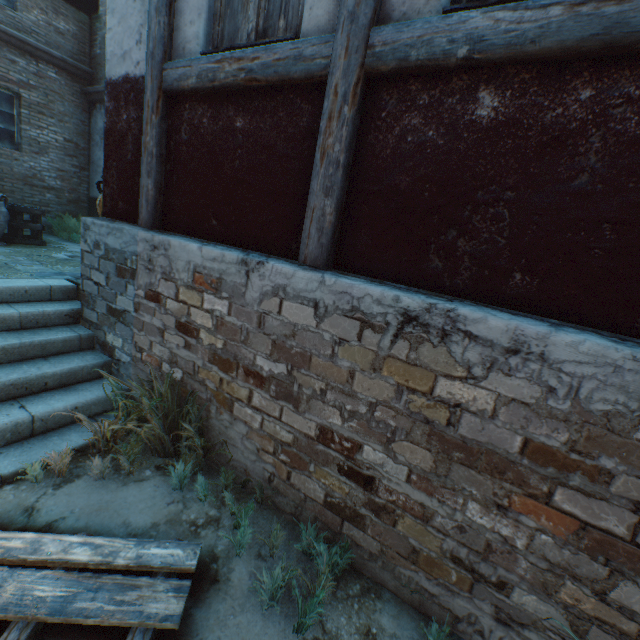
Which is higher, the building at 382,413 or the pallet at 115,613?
the building at 382,413

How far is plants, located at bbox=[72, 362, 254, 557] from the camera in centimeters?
250cm

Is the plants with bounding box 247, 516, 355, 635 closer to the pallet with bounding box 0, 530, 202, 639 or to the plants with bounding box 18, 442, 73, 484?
the pallet with bounding box 0, 530, 202, 639

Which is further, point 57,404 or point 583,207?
point 57,404

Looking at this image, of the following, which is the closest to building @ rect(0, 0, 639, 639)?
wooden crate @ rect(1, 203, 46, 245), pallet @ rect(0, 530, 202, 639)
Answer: pallet @ rect(0, 530, 202, 639)

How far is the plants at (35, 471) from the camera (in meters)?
2.45

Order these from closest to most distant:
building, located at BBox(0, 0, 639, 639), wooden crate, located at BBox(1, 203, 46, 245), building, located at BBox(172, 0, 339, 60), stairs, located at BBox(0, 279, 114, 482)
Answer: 1. building, located at BBox(0, 0, 639, 639)
2. building, located at BBox(172, 0, 339, 60)
3. stairs, located at BBox(0, 279, 114, 482)
4. wooden crate, located at BBox(1, 203, 46, 245)

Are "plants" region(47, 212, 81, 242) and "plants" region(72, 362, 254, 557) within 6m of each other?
no
